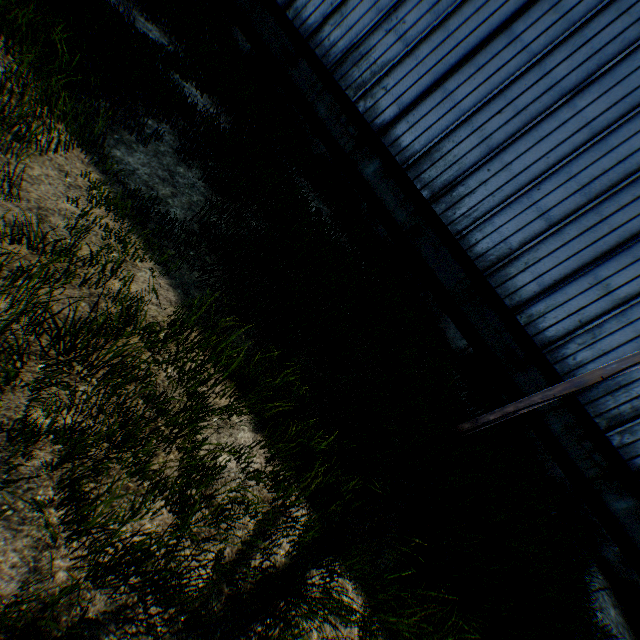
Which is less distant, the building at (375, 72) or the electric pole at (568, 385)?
the electric pole at (568, 385)

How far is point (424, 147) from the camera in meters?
10.3

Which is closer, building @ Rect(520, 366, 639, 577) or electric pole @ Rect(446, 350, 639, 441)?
electric pole @ Rect(446, 350, 639, 441)
